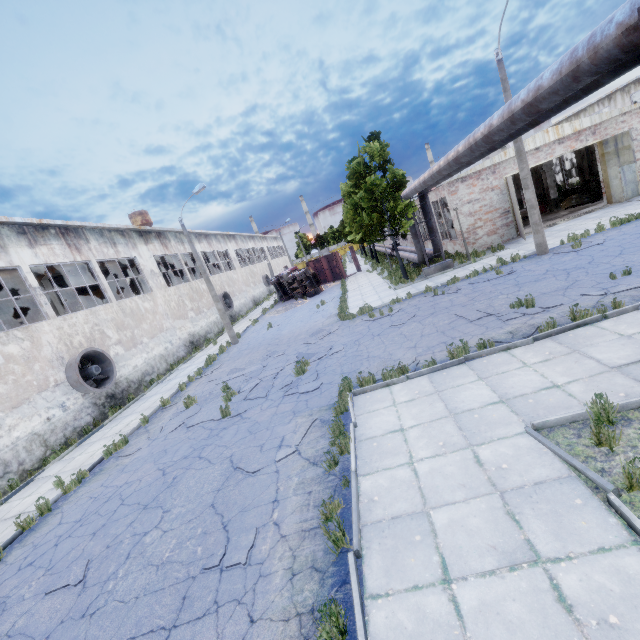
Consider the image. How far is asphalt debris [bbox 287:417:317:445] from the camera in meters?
7.5 m

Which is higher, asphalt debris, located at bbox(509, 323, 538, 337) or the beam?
the beam

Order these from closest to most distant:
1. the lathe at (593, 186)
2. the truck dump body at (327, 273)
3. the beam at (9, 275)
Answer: the beam at (9, 275) → the lathe at (593, 186) → the truck dump body at (327, 273)

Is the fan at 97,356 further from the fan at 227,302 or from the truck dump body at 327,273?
the truck dump body at 327,273

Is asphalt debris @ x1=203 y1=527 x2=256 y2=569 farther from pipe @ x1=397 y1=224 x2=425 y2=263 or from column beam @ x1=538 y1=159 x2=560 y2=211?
column beam @ x1=538 y1=159 x2=560 y2=211

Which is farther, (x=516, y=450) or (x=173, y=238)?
(x=173, y=238)

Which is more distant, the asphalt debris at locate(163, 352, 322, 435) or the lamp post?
the lamp post

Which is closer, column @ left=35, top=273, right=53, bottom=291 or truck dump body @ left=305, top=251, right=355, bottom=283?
column @ left=35, top=273, right=53, bottom=291
